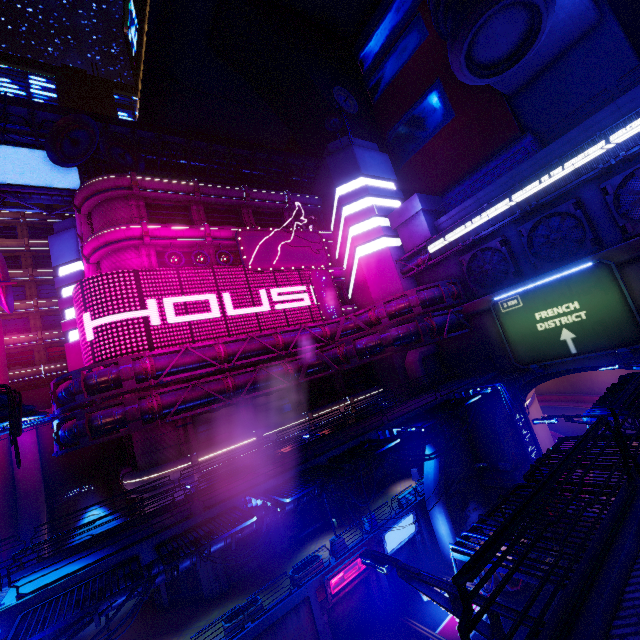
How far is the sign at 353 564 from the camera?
19.83m

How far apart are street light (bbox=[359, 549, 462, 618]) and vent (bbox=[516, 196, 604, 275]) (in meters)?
25.47

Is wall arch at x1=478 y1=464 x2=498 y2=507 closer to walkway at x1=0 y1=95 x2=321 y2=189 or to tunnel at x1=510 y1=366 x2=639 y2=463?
tunnel at x1=510 y1=366 x2=639 y2=463

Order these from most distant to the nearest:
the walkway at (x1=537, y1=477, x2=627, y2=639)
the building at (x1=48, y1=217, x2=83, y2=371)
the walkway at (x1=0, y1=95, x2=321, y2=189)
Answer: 1. the building at (x1=48, y1=217, x2=83, y2=371)
2. the walkway at (x1=0, y1=95, x2=321, y2=189)
3. the walkway at (x1=537, y1=477, x2=627, y2=639)

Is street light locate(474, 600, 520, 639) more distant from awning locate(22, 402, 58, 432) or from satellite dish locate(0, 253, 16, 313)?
satellite dish locate(0, 253, 16, 313)

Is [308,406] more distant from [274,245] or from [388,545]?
[274,245]

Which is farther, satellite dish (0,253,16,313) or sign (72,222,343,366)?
satellite dish (0,253,16,313)

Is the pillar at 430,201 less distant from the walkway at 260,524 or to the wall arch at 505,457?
the wall arch at 505,457
